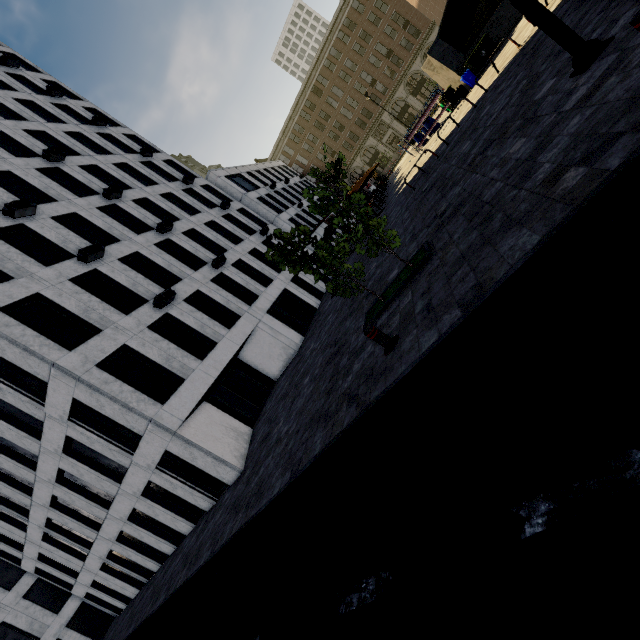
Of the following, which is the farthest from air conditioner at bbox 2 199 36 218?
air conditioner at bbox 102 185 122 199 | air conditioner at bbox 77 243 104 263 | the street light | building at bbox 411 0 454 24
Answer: building at bbox 411 0 454 24

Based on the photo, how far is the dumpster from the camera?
16.5 meters

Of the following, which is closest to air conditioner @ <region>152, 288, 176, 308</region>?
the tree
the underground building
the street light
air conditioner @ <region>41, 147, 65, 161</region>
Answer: the tree

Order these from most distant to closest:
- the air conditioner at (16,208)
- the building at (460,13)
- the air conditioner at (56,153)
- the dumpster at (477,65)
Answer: the building at (460,13)
the air conditioner at (56,153)
the dumpster at (477,65)
the air conditioner at (16,208)

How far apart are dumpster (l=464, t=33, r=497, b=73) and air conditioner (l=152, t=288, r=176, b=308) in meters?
19.5 m

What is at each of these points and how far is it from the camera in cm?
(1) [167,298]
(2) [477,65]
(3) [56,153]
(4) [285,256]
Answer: (1) air conditioner, 1570
(2) dumpster, 1702
(3) air conditioner, 1953
(4) tree, 738

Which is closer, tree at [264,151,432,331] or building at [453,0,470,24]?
tree at [264,151,432,331]

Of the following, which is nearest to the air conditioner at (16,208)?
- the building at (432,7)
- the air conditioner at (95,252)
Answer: the air conditioner at (95,252)
